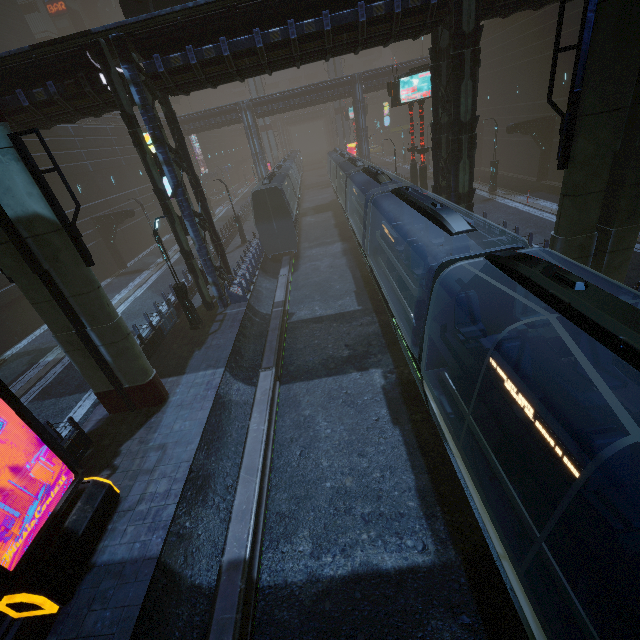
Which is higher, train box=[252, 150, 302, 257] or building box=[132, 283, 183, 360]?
train box=[252, 150, 302, 257]

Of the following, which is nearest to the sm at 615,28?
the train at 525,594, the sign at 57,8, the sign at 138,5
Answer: the train at 525,594

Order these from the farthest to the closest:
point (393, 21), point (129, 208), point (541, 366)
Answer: point (129, 208) < point (393, 21) < point (541, 366)

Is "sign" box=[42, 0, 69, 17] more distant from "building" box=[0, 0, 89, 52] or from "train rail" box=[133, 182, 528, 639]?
"train rail" box=[133, 182, 528, 639]

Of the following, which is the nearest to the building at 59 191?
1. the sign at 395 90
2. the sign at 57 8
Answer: the sign at 57 8

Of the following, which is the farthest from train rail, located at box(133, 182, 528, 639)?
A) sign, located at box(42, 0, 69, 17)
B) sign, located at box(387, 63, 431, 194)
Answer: sign, located at box(42, 0, 69, 17)

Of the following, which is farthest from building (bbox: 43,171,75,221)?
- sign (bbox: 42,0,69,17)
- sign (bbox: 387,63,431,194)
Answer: sign (bbox: 387,63,431,194)
